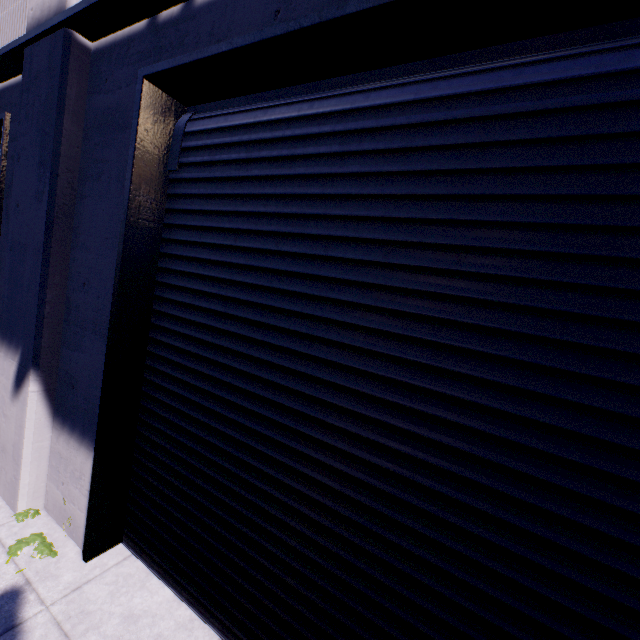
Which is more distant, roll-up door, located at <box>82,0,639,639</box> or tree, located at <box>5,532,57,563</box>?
tree, located at <box>5,532,57,563</box>

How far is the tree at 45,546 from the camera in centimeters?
294cm

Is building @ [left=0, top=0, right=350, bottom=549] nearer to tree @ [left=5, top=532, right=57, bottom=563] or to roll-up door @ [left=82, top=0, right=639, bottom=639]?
roll-up door @ [left=82, top=0, right=639, bottom=639]

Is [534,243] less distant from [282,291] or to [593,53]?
[593,53]

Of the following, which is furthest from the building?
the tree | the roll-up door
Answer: the tree

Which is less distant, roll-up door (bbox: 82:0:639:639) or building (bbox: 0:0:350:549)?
roll-up door (bbox: 82:0:639:639)

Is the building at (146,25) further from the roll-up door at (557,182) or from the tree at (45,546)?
the tree at (45,546)

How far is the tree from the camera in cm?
294
